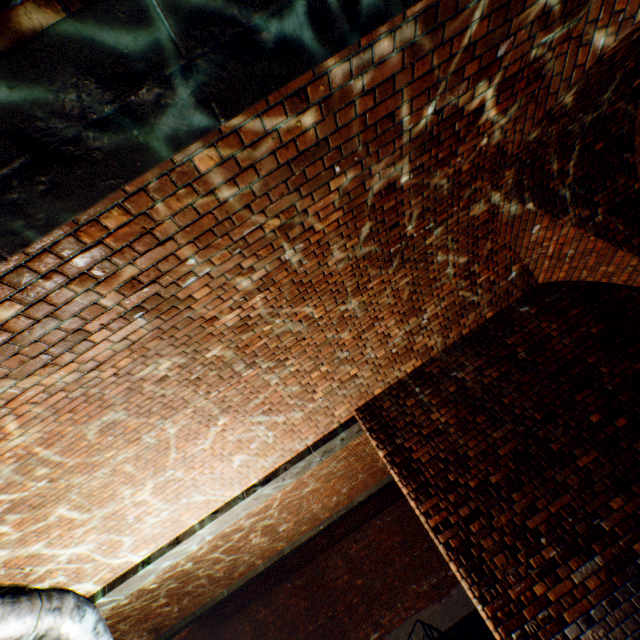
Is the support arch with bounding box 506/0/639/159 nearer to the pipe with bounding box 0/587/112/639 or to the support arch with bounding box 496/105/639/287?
the support arch with bounding box 496/105/639/287

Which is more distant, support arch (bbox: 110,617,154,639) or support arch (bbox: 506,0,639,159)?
support arch (bbox: 110,617,154,639)

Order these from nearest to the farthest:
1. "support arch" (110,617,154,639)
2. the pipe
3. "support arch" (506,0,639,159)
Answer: "support arch" (506,0,639,159) → the pipe → "support arch" (110,617,154,639)

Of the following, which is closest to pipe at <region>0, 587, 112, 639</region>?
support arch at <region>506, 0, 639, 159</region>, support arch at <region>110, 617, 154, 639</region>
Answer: support arch at <region>110, 617, 154, 639</region>

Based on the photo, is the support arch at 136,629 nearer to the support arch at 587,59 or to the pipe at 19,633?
the pipe at 19,633

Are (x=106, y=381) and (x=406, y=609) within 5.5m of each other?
no

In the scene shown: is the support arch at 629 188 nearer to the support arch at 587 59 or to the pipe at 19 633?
the support arch at 587 59
